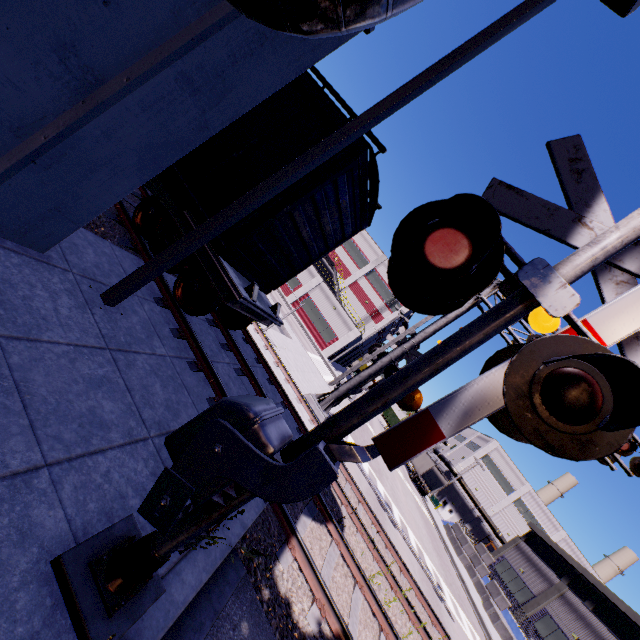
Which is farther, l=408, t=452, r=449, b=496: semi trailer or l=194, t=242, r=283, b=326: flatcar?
l=408, t=452, r=449, b=496: semi trailer

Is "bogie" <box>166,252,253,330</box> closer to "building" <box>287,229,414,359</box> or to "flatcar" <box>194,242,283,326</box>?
"flatcar" <box>194,242,283,326</box>

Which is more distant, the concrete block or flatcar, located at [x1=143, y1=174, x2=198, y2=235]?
the concrete block

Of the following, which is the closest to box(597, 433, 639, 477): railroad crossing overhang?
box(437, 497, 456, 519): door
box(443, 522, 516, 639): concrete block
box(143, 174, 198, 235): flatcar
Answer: box(443, 522, 516, 639): concrete block

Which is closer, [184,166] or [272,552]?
[272,552]

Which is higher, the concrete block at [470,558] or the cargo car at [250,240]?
the cargo car at [250,240]

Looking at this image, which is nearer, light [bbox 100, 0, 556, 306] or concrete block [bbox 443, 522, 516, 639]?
light [bbox 100, 0, 556, 306]

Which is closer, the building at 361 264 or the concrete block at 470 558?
the concrete block at 470 558
